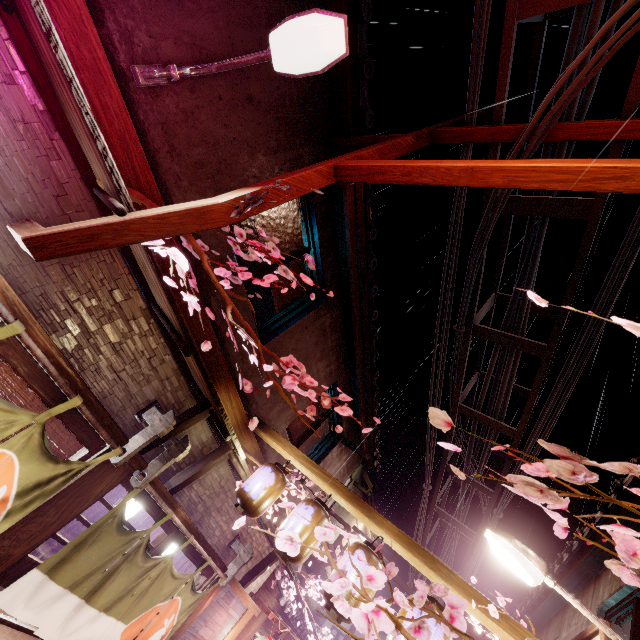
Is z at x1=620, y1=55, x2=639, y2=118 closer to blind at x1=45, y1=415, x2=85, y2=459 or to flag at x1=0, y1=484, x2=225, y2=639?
flag at x1=0, y1=484, x2=225, y2=639

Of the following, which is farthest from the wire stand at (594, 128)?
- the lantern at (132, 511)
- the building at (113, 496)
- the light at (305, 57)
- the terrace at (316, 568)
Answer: the terrace at (316, 568)

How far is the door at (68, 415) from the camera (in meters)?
5.80

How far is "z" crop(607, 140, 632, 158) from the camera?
6.0 meters

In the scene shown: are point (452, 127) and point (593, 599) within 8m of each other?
no

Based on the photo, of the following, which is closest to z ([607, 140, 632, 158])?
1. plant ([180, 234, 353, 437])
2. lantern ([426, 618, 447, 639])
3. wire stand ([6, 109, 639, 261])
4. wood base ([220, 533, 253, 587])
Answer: wire stand ([6, 109, 639, 261])

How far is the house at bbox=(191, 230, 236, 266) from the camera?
6.8m

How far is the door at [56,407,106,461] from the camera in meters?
5.8
